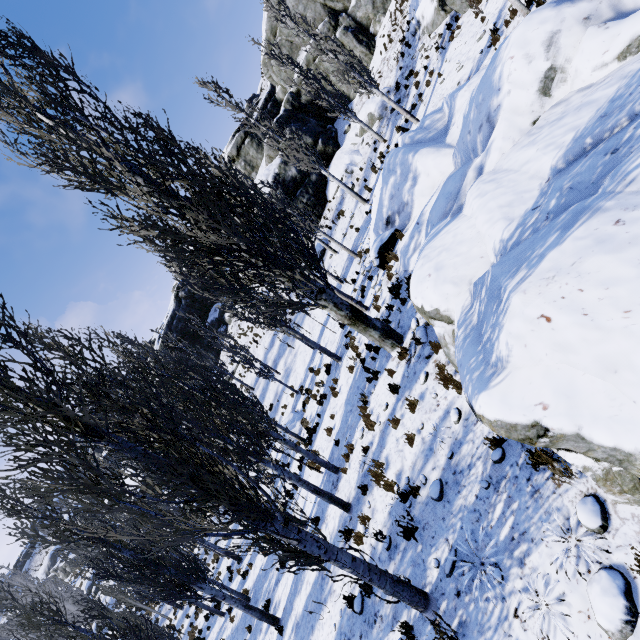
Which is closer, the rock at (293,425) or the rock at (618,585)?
the rock at (618,585)

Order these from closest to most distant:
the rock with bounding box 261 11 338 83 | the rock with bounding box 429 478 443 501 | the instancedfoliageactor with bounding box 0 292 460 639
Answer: the instancedfoliageactor with bounding box 0 292 460 639 < the rock with bounding box 429 478 443 501 < the rock with bounding box 261 11 338 83

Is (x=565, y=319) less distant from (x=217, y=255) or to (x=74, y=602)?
(x=217, y=255)

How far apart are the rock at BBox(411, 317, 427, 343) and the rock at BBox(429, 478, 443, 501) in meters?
3.5 m

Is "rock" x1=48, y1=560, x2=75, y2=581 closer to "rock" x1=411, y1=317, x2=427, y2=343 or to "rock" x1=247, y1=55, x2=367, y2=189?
"rock" x1=247, y1=55, x2=367, y2=189

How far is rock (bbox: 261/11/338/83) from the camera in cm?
2708

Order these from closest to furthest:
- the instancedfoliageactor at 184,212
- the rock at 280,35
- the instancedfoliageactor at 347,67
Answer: the instancedfoliageactor at 184,212, the instancedfoliageactor at 347,67, the rock at 280,35
